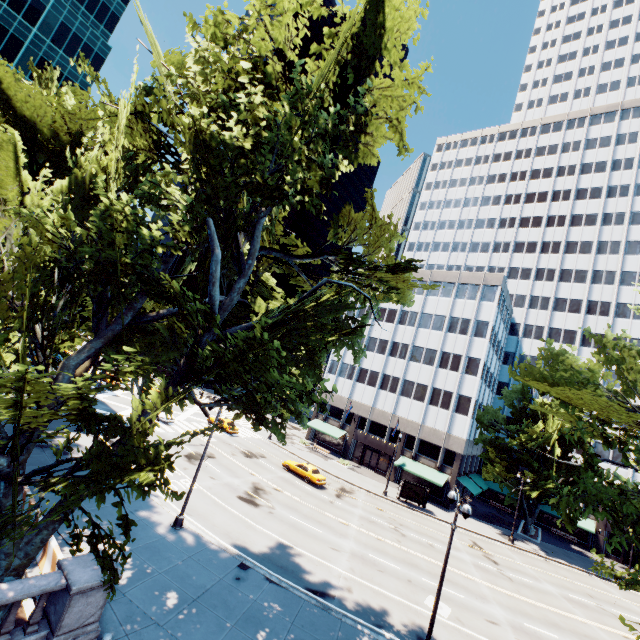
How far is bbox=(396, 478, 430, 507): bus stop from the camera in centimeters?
3744cm

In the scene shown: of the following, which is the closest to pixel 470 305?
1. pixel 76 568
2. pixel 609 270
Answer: pixel 609 270

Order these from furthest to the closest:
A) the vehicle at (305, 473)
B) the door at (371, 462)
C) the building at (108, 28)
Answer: the door at (371, 462)
the building at (108, 28)
the vehicle at (305, 473)

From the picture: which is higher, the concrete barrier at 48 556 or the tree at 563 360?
the tree at 563 360

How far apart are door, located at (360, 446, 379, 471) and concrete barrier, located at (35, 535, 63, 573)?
41.4 meters

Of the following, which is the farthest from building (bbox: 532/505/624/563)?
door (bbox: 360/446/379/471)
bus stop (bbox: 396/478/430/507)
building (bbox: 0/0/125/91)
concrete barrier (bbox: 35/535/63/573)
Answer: building (bbox: 0/0/125/91)

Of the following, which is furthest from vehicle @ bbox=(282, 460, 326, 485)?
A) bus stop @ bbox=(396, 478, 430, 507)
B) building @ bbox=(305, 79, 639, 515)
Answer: building @ bbox=(305, 79, 639, 515)

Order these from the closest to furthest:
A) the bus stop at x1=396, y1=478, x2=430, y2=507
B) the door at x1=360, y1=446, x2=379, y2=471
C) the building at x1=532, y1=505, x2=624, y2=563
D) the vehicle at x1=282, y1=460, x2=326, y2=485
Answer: the vehicle at x1=282, y1=460, x2=326, y2=485 < the bus stop at x1=396, y1=478, x2=430, y2=507 < the building at x1=532, y1=505, x2=624, y2=563 < the door at x1=360, y1=446, x2=379, y2=471
